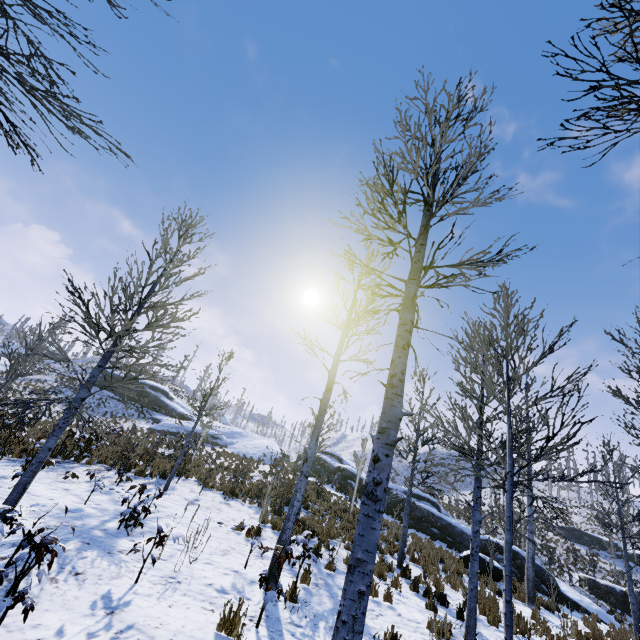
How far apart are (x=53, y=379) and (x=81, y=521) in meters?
43.0

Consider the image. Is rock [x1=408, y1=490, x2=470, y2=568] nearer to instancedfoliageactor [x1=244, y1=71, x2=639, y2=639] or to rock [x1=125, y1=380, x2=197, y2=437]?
instancedfoliageactor [x1=244, y1=71, x2=639, y2=639]

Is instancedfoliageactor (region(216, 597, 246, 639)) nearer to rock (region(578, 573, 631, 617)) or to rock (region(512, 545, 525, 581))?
rock (region(512, 545, 525, 581))

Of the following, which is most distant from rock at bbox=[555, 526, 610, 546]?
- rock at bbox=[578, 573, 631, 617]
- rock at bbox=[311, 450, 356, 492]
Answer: rock at bbox=[311, 450, 356, 492]

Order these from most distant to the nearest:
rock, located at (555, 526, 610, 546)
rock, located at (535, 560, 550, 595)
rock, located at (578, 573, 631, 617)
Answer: rock, located at (555, 526, 610, 546) → rock, located at (578, 573, 631, 617) → rock, located at (535, 560, 550, 595)

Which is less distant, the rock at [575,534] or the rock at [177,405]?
the rock at [177,405]

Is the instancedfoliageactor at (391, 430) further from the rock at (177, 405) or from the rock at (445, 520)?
the rock at (177, 405)

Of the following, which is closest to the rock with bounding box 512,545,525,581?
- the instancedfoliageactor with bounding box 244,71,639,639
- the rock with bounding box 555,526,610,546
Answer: the instancedfoliageactor with bounding box 244,71,639,639
